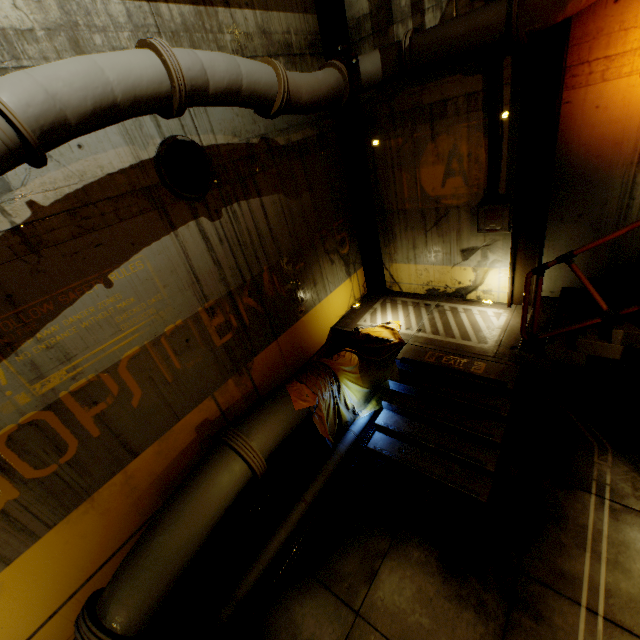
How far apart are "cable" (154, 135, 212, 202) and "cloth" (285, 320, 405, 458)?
3.3 meters

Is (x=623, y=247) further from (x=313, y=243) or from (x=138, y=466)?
Answer: (x=138, y=466)

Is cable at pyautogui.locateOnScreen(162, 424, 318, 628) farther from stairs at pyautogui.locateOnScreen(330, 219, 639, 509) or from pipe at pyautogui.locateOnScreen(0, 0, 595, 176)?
stairs at pyautogui.locateOnScreen(330, 219, 639, 509)

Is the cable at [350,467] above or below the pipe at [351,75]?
below

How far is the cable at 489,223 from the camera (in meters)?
4.98

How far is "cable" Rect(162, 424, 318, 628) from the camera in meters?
4.6

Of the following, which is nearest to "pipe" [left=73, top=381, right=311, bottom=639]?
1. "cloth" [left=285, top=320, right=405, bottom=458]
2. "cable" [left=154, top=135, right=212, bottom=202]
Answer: "cloth" [left=285, top=320, right=405, bottom=458]

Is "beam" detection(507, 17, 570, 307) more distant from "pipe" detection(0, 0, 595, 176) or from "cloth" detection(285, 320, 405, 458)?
"cloth" detection(285, 320, 405, 458)
